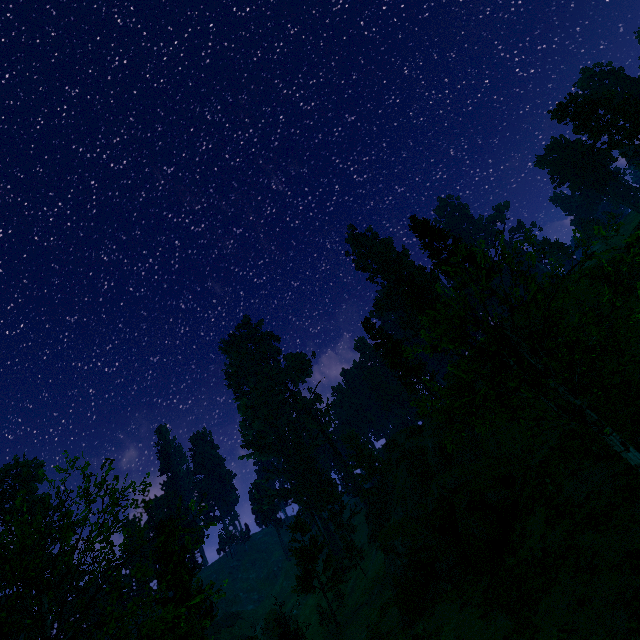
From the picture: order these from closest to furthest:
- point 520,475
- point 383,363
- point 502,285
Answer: point 502,285
point 520,475
point 383,363

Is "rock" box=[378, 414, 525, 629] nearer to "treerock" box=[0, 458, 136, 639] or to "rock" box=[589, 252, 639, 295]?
"treerock" box=[0, 458, 136, 639]

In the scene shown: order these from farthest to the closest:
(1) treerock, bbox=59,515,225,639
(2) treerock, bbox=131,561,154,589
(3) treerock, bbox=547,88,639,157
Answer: (3) treerock, bbox=547,88,639,157, (2) treerock, bbox=131,561,154,589, (1) treerock, bbox=59,515,225,639

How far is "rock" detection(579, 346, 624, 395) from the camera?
19.5 meters

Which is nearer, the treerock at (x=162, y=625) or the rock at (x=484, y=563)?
the treerock at (x=162, y=625)

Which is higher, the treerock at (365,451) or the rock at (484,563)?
the treerock at (365,451)

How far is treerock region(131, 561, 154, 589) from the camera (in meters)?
16.84
